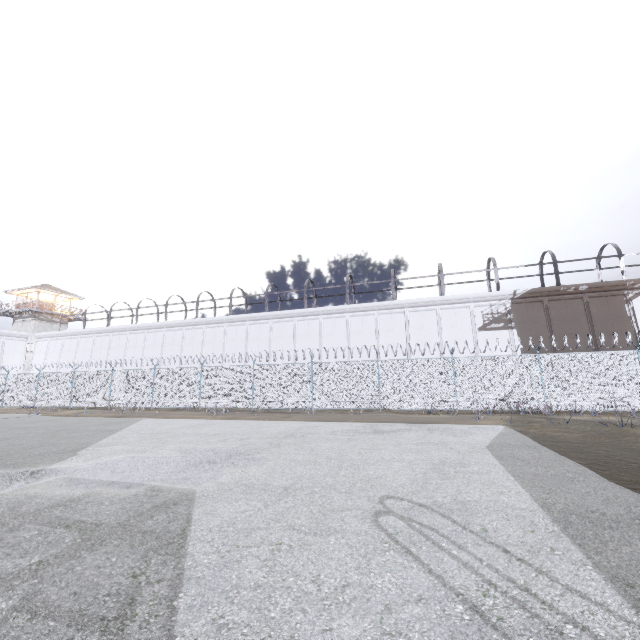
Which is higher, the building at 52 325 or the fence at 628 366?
the building at 52 325

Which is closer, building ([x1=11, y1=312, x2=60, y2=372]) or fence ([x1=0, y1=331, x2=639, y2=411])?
fence ([x1=0, y1=331, x2=639, y2=411])

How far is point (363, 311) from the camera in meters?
27.9

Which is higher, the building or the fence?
the building

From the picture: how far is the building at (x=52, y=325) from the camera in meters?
39.4

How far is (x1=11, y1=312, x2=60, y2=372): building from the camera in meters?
39.4 m
